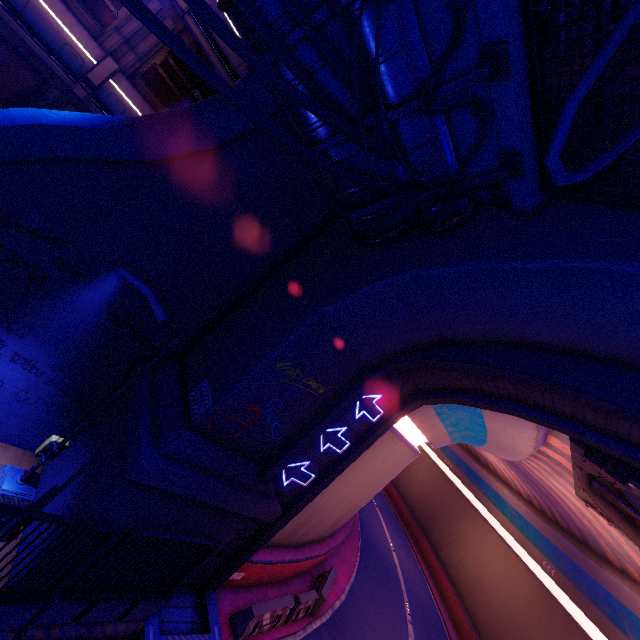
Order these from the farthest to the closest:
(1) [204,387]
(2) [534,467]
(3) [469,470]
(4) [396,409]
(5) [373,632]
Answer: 1. (3) [469,470]
2. (2) [534,467]
3. (5) [373,632]
4. (4) [396,409]
5. (1) [204,387]

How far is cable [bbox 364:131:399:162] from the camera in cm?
539

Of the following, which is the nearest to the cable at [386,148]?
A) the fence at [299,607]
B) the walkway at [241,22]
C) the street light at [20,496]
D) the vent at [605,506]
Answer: the walkway at [241,22]

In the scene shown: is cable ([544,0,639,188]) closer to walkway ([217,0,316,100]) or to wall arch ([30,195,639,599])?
walkway ([217,0,316,100])

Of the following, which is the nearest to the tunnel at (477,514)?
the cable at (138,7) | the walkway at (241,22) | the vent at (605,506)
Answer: the vent at (605,506)

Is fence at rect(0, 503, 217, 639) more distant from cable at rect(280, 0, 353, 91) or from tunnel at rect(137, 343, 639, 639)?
cable at rect(280, 0, 353, 91)

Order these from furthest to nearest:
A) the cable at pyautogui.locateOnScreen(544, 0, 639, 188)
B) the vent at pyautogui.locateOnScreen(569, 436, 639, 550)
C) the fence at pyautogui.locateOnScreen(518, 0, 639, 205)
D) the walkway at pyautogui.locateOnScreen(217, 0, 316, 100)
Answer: the vent at pyautogui.locateOnScreen(569, 436, 639, 550) → the walkway at pyautogui.locateOnScreen(217, 0, 316, 100) → the fence at pyautogui.locateOnScreen(518, 0, 639, 205) → the cable at pyautogui.locateOnScreen(544, 0, 639, 188)
